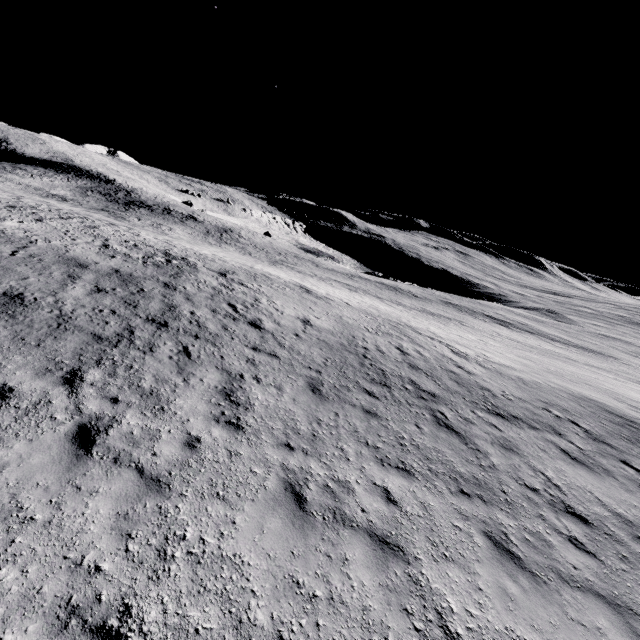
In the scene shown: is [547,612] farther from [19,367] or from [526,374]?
[526,374]
